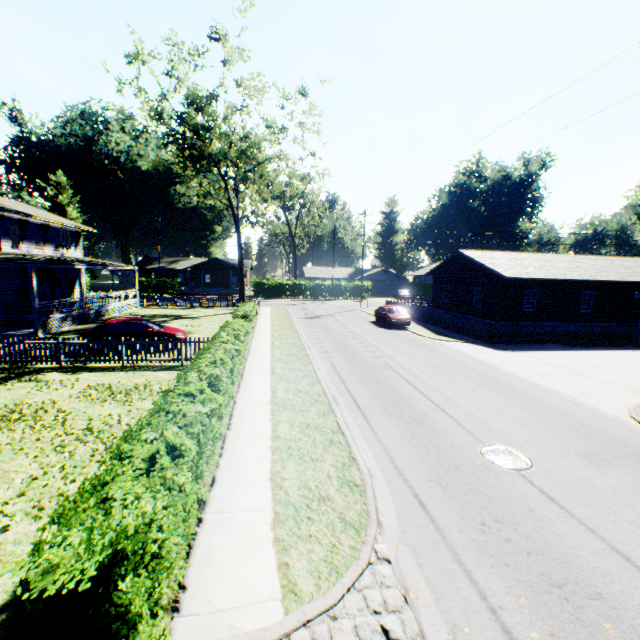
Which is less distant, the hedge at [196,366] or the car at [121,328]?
the hedge at [196,366]

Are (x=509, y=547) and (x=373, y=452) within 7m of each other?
yes

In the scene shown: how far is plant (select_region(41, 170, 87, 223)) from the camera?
49.8m

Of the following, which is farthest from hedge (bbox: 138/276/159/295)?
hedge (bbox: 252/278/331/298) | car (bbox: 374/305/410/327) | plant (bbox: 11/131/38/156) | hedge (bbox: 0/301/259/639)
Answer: hedge (bbox: 0/301/259/639)

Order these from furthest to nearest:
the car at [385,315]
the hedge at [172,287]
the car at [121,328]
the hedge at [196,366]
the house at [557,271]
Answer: the hedge at [172,287] < the car at [385,315] < the house at [557,271] < the car at [121,328] < the hedge at [196,366]

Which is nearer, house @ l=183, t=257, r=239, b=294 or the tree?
the tree

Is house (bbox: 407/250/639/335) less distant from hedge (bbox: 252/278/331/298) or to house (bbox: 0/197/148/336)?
hedge (bbox: 252/278/331/298)

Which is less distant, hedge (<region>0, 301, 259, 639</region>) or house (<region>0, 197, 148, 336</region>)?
hedge (<region>0, 301, 259, 639</region>)
